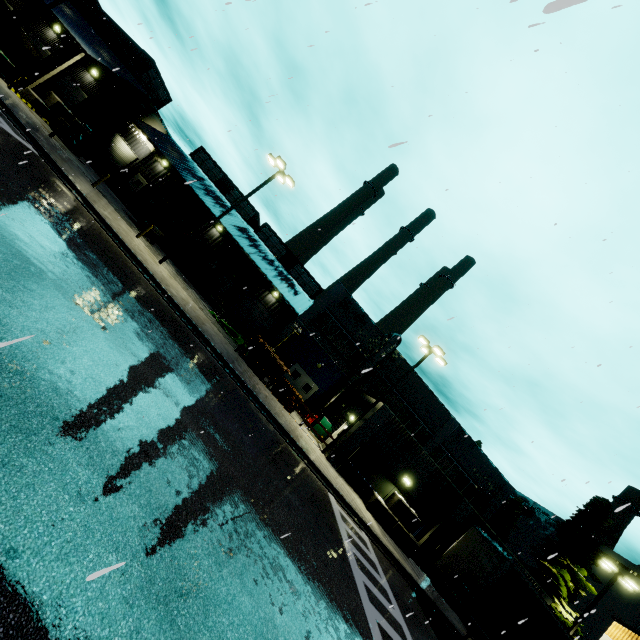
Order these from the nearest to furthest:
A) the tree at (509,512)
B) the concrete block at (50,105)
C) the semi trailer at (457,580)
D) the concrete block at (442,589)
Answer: the semi trailer at (457,580), the concrete block at (442,589), the concrete block at (50,105), the tree at (509,512)

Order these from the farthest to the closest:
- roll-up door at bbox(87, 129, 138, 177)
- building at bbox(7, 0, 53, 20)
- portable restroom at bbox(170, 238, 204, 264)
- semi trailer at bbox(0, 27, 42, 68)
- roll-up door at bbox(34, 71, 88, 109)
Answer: roll-up door at bbox(87, 129, 138, 177) < portable restroom at bbox(170, 238, 204, 264) < roll-up door at bbox(34, 71, 88, 109) < semi trailer at bbox(0, 27, 42, 68) < building at bbox(7, 0, 53, 20)

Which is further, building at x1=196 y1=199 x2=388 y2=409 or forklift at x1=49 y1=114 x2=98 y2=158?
building at x1=196 y1=199 x2=388 y2=409

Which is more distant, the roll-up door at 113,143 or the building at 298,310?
the roll-up door at 113,143

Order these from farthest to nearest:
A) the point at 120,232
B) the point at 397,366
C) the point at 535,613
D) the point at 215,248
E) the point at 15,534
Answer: the point at 215,248, the point at 397,366, the point at 120,232, the point at 535,613, the point at 15,534

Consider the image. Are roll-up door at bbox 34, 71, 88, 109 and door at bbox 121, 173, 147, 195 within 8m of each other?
yes

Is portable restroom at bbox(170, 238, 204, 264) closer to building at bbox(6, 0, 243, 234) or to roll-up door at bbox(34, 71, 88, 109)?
building at bbox(6, 0, 243, 234)

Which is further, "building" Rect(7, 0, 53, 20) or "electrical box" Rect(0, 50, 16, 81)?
"building" Rect(7, 0, 53, 20)
